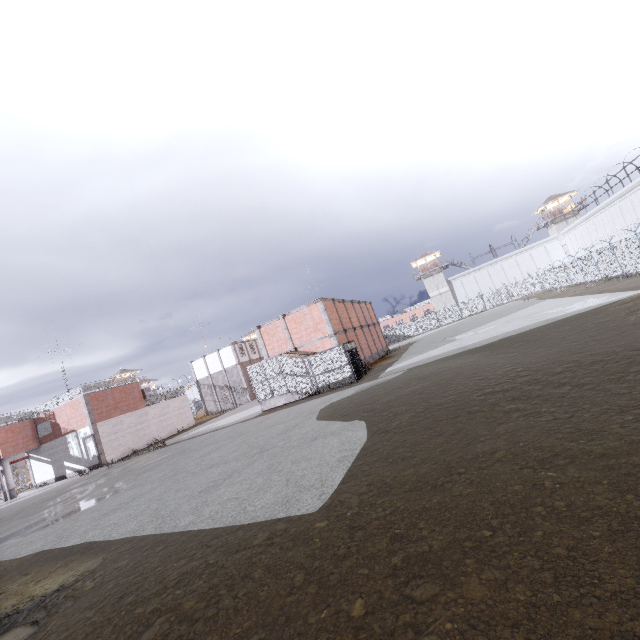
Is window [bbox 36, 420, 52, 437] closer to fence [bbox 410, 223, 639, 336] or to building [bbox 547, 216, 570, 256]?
fence [bbox 410, 223, 639, 336]

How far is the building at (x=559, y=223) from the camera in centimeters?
5659cm

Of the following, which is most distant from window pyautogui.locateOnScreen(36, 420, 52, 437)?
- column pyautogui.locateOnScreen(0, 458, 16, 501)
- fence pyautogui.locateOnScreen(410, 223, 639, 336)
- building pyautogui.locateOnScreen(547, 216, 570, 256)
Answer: building pyautogui.locateOnScreen(547, 216, 570, 256)

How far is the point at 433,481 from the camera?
5.49m

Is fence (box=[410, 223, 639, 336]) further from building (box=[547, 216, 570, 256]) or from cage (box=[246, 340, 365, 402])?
building (box=[547, 216, 570, 256])

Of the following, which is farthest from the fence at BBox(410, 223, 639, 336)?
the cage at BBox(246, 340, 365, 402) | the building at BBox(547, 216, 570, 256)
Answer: the building at BBox(547, 216, 570, 256)

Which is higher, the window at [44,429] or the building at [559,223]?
the building at [559,223]

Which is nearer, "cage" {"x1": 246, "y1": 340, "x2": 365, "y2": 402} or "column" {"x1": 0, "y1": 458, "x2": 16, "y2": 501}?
"cage" {"x1": 246, "y1": 340, "x2": 365, "y2": 402}
